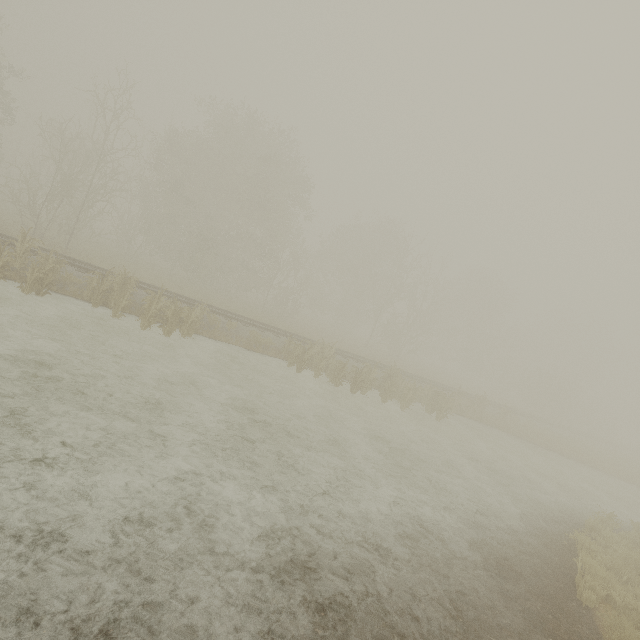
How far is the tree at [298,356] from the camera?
15.6 meters

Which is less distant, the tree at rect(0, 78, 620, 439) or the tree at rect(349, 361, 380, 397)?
the tree at rect(349, 361, 380, 397)

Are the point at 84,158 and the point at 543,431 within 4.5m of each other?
no

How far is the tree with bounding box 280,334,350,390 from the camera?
15.6 meters

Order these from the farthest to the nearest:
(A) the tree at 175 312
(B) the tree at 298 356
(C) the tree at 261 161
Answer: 1. (C) the tree at 261 161
2. (B) the tree at 298 356
3. (A) the tree at 175 312

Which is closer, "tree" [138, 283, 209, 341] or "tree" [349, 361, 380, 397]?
"tree" [138, 283, 209, 341]
